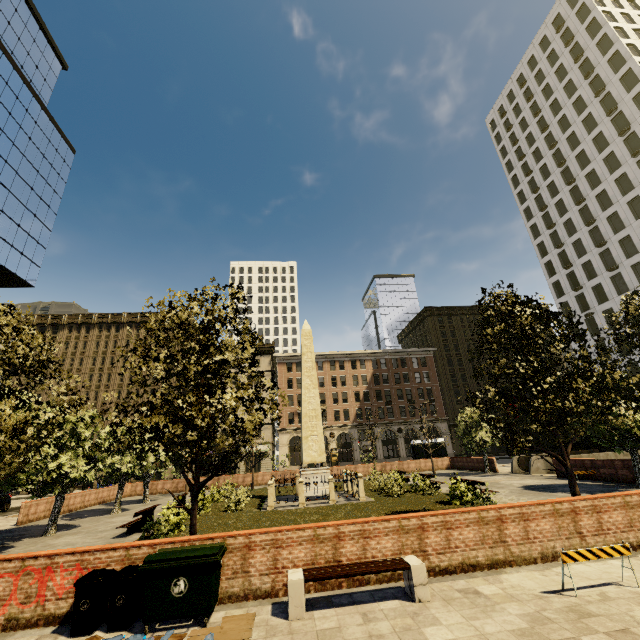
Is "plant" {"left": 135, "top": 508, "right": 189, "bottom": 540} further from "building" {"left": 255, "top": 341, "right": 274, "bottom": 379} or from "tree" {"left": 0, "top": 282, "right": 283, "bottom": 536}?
"building" {"left": 255, "top": 341, "right": 274, "bottom": 379}

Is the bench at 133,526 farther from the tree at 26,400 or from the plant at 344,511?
the tree at 26,400

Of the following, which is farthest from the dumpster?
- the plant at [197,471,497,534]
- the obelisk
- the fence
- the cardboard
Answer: the obelisk

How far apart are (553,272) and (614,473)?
46.9 meters

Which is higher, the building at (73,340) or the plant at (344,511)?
the building at (73,340)

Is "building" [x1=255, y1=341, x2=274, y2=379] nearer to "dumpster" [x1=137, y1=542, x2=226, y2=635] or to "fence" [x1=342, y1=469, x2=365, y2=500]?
"dumpster" [x1=137, y1=542, x2=226, y2=635]

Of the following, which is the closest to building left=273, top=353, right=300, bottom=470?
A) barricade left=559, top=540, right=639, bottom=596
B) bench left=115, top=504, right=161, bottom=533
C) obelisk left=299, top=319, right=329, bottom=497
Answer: barricade left=559, top=540, right=639, bottom=596

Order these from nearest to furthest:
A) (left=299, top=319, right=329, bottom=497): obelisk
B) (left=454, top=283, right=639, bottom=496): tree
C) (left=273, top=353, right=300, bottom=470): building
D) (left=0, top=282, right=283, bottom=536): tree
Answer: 1. (left=0, top=282, right=283, bottom=536): tree
2. (left=454, top=283, right=639, bottom=496): tree
3. (left=299, top=319, right=329, bottom=497): obelisk
4. (left=273, top=353, right=300, bottom=470): building
